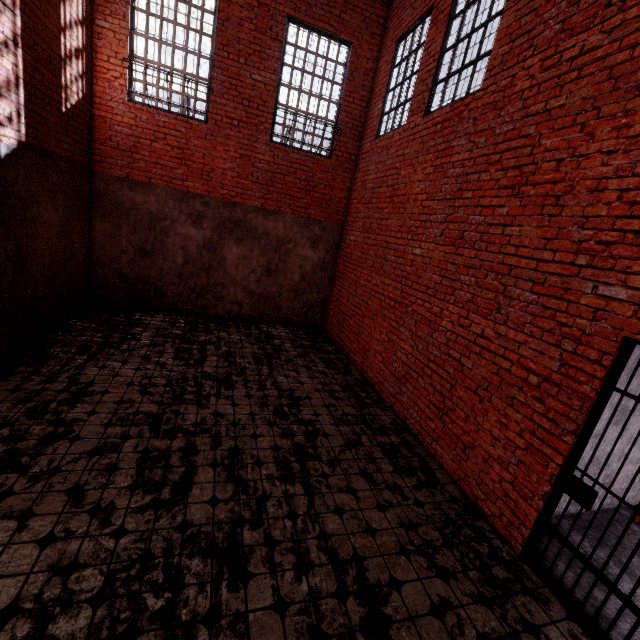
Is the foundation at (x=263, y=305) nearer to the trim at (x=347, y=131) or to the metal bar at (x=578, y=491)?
the trim at (x=347, y=131)

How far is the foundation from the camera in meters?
7.3

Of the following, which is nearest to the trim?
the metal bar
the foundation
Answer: the foundation

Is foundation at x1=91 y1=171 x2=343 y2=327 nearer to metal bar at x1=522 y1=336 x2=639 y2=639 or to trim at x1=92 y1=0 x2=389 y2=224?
trim at x1=92 y1=0 x2=389 y2=224

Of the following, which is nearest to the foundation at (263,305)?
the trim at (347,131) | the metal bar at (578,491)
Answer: the trim at (347,131)

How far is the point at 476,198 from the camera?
4.3 meters

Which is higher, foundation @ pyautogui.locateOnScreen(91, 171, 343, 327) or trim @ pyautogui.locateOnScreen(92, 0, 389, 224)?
trim @ pyautogui.locateOnScreen(92, 0, 389, 224)
